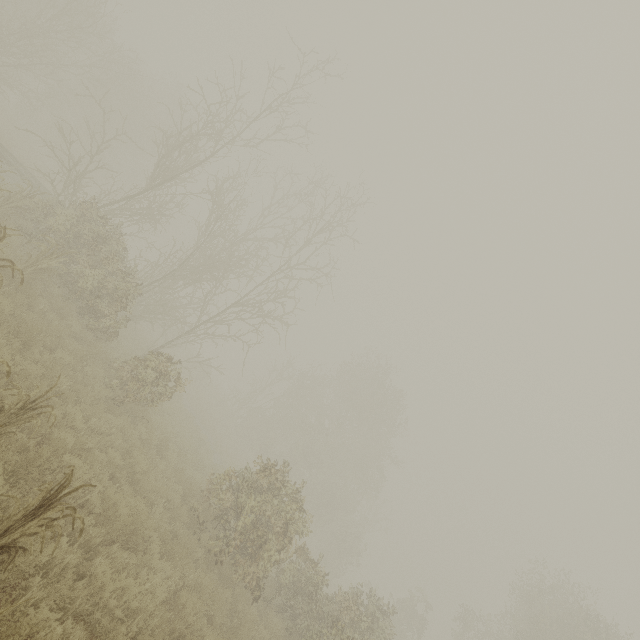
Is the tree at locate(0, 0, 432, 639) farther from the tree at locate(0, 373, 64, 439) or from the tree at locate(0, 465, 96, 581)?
the tree at locate(0, 465, 96, 581)

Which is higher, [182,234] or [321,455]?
[182,234]

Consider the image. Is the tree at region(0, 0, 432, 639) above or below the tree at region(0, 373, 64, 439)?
above

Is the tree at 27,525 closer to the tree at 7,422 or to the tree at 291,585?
the tree at 7,422

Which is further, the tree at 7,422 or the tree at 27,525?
the tree at 7,422

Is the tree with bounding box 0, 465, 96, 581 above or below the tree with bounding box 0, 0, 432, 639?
below
